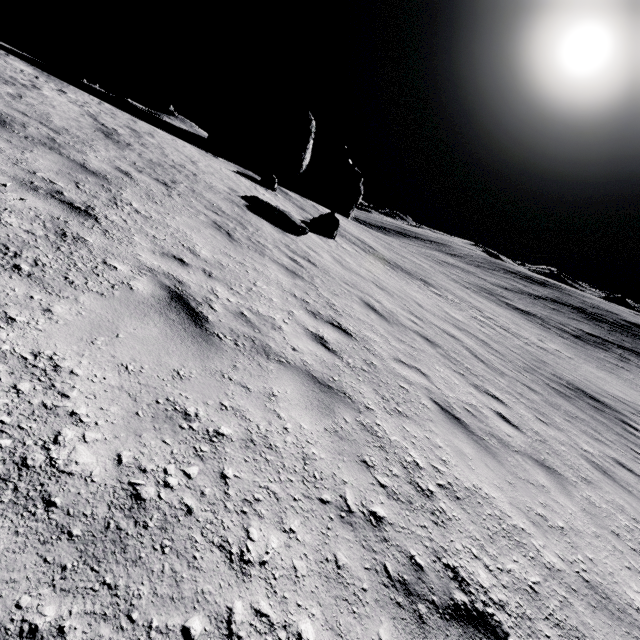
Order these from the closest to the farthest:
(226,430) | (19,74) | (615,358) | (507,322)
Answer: (226,430) → (19,74) → (507,322) → (615,358)

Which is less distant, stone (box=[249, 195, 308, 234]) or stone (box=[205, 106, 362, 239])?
stone (box=[249, 195, 308, 234])

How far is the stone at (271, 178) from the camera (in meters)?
27.27

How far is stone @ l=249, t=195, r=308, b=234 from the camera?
12.1 meters

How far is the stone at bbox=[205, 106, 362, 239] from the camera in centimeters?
2727cm

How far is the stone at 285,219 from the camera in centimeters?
1205cm

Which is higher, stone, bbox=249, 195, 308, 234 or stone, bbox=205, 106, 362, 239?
stone, bbox=205, 106, 362, 239
